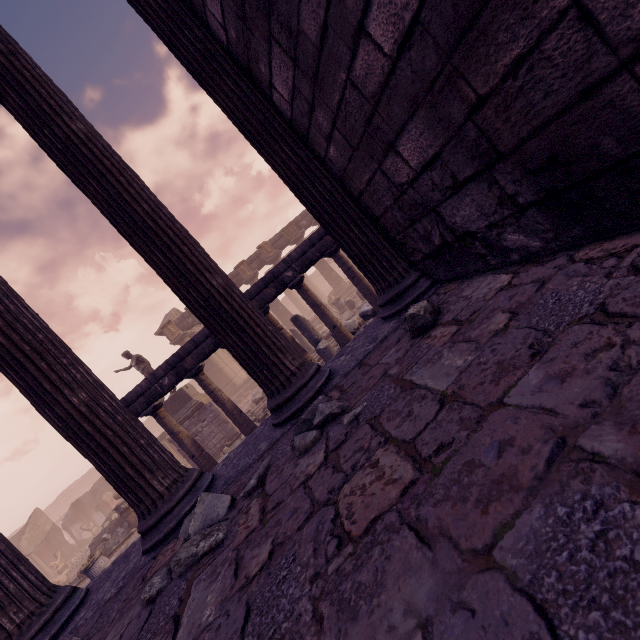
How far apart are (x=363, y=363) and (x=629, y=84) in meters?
2.0

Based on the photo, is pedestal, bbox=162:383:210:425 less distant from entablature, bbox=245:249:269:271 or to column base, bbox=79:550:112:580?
column base, bbox=79:550:112:580

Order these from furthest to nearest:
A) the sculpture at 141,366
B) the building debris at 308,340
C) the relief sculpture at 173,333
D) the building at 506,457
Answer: the relief sculpture at 173,333
the sculpture at 141,366
the building debris at 308,340
the building at 506,457

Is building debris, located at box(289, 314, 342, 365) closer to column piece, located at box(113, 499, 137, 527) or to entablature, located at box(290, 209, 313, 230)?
column piece, located at box(113, 499, 137, 527)

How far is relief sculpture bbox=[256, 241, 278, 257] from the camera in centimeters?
2327cm

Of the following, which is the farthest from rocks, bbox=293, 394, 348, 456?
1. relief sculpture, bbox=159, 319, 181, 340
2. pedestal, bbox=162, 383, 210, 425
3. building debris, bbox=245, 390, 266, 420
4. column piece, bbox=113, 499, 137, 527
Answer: relief sculpture, bbox=159, 319, 181, 340

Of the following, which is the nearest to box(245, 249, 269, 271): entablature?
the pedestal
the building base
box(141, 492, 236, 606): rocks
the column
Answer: the building base

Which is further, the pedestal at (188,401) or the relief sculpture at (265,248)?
the relief sculpture at (265,248)
